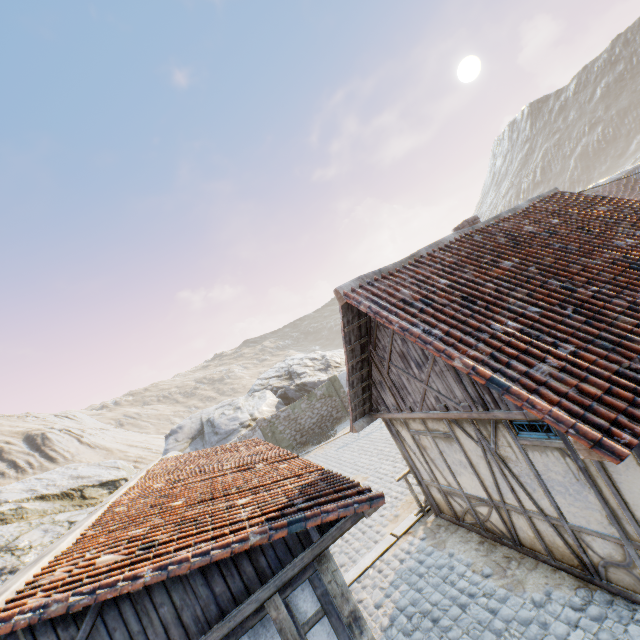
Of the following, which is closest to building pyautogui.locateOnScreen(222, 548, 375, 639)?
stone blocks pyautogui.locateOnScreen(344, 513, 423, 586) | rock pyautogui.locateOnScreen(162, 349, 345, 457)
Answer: stone blocks pyautogui.locateOnScreen(344, 513, 423, 586)

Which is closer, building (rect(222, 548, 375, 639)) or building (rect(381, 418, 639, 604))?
building (rect(222, 548, 375, 639))

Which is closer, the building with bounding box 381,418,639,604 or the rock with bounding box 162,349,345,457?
the building with bounding box 381,418,639,604

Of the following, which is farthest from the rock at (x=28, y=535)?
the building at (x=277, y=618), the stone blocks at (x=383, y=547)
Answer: the building at (x=277, y=618)

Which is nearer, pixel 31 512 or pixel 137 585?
pixel 137 585

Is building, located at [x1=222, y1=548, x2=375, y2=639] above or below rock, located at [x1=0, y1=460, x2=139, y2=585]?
below

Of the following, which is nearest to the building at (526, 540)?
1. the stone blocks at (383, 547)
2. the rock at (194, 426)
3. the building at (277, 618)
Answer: the stone blocks at (383, 547)

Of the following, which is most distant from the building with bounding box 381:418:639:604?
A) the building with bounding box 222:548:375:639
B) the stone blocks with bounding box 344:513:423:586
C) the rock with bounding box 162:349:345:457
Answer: the rock with bounding box 162:349:345:457
